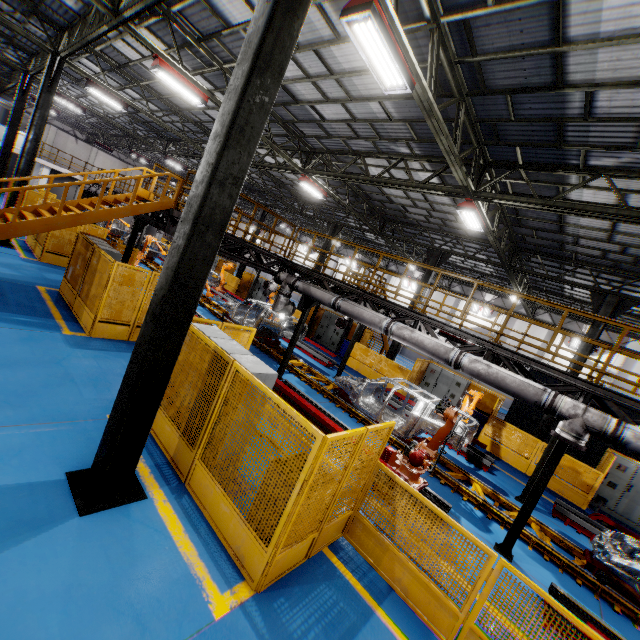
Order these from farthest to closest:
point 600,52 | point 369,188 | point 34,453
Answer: point 369,188, point 600,52, point 34,453

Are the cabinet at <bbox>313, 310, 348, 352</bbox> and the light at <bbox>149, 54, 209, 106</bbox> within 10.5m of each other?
no

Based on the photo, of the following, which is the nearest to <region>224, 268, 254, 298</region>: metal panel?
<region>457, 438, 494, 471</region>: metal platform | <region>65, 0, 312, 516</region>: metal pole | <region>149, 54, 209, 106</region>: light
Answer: <region>65, 0, 312, 516</region>: metal pole

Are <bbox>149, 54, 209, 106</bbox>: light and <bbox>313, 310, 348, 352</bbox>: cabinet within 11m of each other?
no

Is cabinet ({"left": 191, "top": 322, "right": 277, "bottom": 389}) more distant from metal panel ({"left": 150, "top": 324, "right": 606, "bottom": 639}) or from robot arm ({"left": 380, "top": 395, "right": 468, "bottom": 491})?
robot arm ({"left": 380, "top": 395, "right": 468, "bottom": 491})

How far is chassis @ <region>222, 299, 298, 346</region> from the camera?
14.0m

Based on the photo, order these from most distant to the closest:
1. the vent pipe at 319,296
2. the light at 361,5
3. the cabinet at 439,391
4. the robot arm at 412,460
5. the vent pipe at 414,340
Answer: the cabinet at 439,391, the vent pipe at 319,296, the vent pipe at 414,340, the robot arm at 412,460, the light at 361,5

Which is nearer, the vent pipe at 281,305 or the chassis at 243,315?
the vent pipe at 281,305
